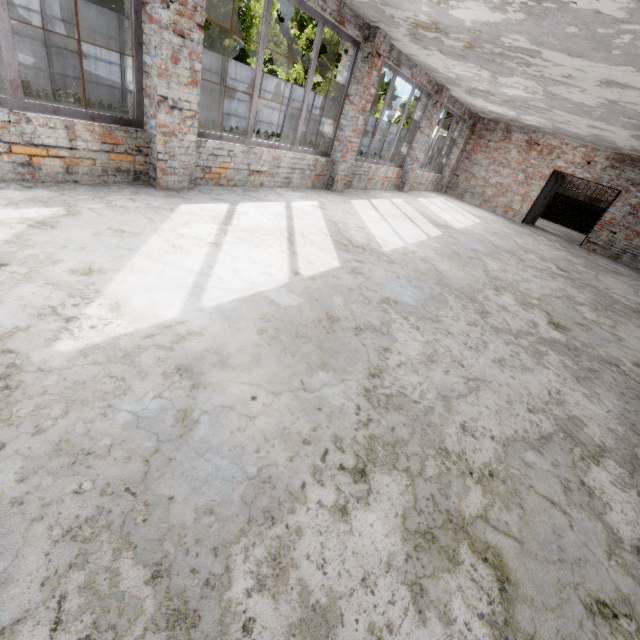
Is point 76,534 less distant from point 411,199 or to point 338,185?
point 338,185

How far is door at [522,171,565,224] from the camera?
13.2m

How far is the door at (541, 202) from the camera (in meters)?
13.22
